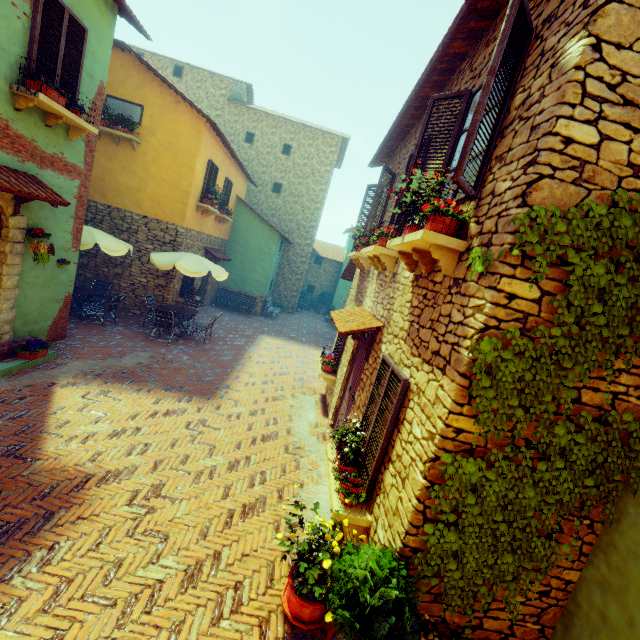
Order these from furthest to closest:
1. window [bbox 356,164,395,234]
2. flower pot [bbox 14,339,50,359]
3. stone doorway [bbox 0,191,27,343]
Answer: window [bbox 356,164,395,234]
flower pot [bbox 14,339,50,359]
stone doorway [bbox 0,191,27,343]

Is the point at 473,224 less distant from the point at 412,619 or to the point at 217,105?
the point at 412,619

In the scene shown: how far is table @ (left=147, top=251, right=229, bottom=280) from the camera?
9.75m

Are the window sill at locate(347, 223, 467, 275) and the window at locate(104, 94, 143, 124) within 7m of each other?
no

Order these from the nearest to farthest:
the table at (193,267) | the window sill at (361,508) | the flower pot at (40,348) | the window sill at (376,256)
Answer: the window sill at (376,256)
the window sill at (361,508)
the flower pot at (40,348)
the table at (193,267)

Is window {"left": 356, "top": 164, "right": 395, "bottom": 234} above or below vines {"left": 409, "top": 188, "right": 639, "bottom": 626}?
above

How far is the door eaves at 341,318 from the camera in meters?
5.5 m

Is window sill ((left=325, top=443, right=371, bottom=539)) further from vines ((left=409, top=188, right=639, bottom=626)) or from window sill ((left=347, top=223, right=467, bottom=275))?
window sill ((left=347, top=223, right=467, bottom=275))
